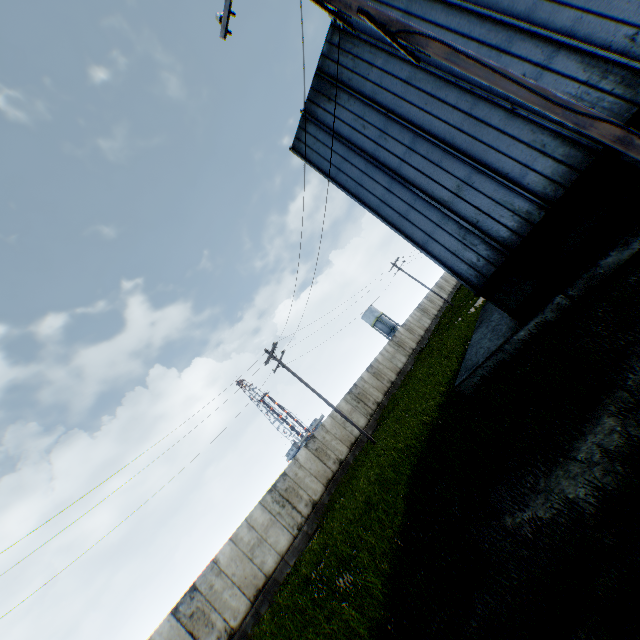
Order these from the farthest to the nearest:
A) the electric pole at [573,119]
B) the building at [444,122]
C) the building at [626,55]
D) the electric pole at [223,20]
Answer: the building at [444,122] < the building at [626,55] < the electric pole at [223,20] < the electric pole at [573,119]

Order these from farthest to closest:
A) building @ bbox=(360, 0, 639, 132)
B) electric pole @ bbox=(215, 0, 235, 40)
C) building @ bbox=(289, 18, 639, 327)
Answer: building @ bbox=(289, 18, 639, 327) < building @ bbox=(360, 0, 639, 132) < electric pole @ bbox=(215, 0, 235, 40)

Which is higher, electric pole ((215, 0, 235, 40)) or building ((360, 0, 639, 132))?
electric pole ((215, 0, 235, 40))

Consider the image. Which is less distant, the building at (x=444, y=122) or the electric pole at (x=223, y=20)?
the electric pole at (x=223, y=20)

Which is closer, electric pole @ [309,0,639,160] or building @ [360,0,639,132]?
electric pole @ [309,0,639,160]

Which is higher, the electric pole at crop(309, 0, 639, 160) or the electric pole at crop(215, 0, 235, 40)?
the electric pole at crop(215, 0, 235, 40)

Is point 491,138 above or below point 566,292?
above
